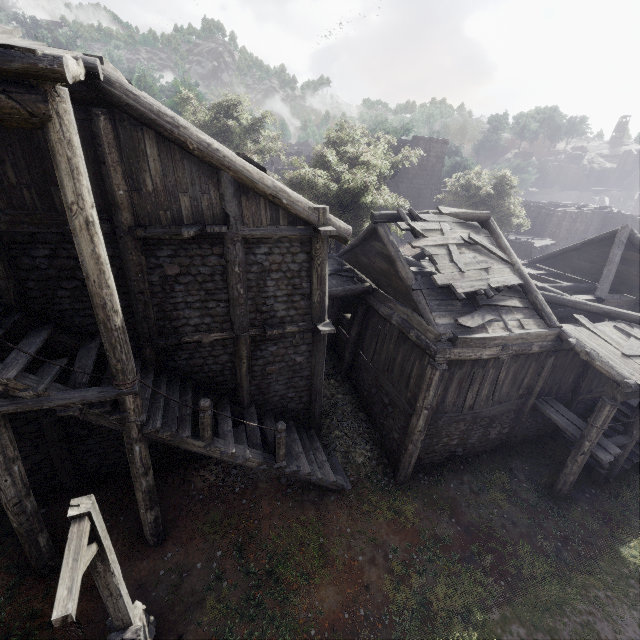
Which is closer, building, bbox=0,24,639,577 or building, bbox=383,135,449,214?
building, bbox=0,24,639,577

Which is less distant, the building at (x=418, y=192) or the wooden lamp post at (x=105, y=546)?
the wooden lamp post at (x=105, y=546)

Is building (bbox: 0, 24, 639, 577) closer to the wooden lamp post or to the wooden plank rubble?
the wooden plank rubble

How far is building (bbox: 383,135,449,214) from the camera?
30.4m

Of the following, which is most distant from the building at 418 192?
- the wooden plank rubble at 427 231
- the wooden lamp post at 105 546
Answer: the wooden lamp post at 105 546

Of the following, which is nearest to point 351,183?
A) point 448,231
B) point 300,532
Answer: point 448,231

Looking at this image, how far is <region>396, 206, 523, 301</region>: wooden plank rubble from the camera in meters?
10.4
